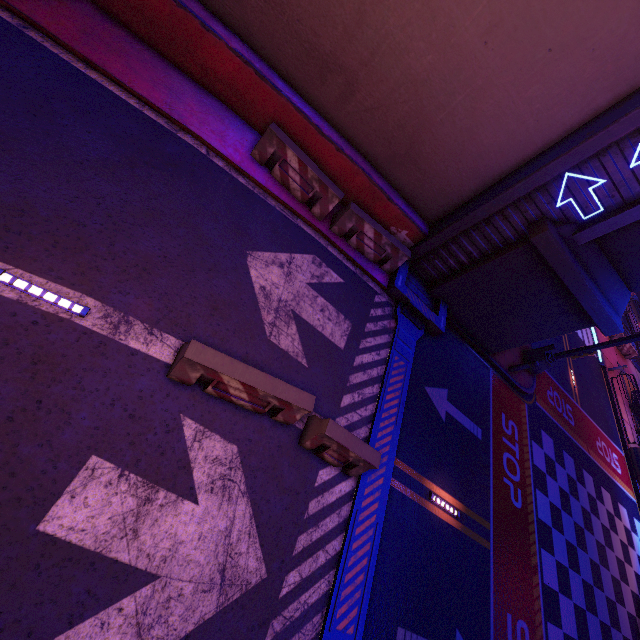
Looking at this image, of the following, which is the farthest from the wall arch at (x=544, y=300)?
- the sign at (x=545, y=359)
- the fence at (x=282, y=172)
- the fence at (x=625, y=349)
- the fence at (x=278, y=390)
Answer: the fence at (x=625, y=349)

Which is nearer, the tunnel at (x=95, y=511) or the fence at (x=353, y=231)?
the tunnel at (x=95, y=511)

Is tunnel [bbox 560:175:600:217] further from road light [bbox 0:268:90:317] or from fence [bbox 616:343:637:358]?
fence [bbox 616:343:637:358]

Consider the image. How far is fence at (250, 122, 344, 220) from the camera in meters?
8.0

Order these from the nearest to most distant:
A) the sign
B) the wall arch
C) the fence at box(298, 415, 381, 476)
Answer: the fence at box(298, 415, 381, 476), the wall arch, the sign

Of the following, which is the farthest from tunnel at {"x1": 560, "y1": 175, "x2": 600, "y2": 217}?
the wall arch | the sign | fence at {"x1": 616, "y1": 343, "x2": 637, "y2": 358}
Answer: fence at {"x1": 616, "y1": 343, "x2": 637, "y2": 358}

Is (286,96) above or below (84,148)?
above

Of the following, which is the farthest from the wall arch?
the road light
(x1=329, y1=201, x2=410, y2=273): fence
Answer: the road light
